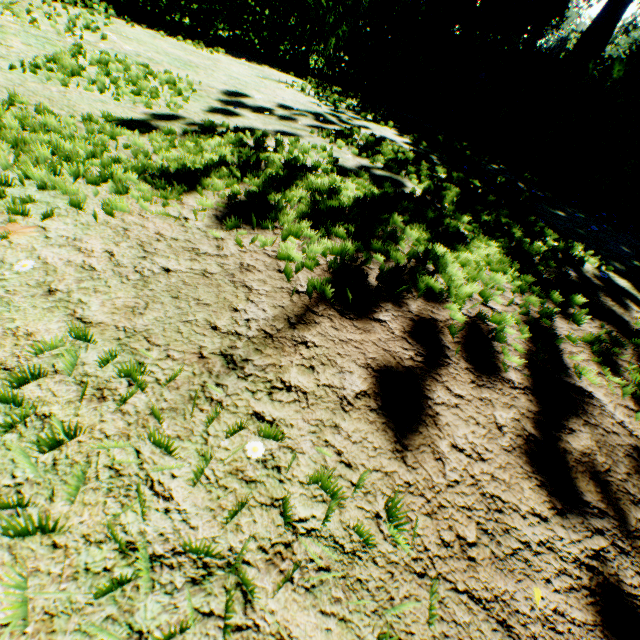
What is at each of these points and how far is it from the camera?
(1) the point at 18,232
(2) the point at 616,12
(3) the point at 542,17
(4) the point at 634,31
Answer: (1) plant, 1.5 meters
(2) plant, 27.0 meters
(3) plant, 27.7 meters
(4) plant, 35.3 meters

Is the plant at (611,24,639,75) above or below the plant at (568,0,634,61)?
above

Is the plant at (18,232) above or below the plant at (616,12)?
below

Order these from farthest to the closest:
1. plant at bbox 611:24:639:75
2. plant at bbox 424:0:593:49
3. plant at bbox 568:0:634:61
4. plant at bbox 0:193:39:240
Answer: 1. plant at bbox 424:0:593:49
2. plant at bbox 568:0:634:61
3. plant at bbox 611:24:639:75
4. plant at bbox 0:193:39:240

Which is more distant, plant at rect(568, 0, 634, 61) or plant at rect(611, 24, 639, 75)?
plant at rect(568, 0, 634, 61)

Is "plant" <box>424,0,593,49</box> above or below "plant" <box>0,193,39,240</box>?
above

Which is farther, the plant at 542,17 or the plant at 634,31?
the plant at 542,17
